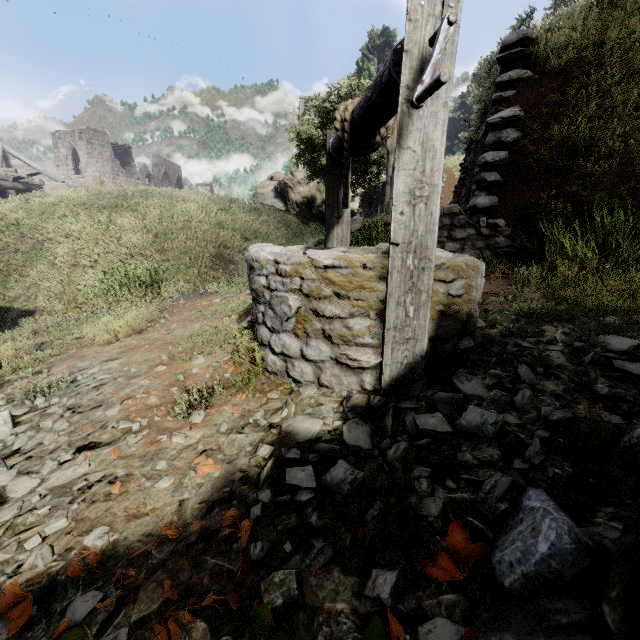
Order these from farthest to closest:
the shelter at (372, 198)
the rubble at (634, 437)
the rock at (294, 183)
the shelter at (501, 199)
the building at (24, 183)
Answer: the rock at (294, 183) < the shelter at (372, 198) < the building at (24, 183) < the shelter at (501, 199) < the rubble at (634, 437)

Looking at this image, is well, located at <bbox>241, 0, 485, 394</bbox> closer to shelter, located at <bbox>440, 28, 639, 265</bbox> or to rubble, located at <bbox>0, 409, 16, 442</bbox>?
rubble, located at <bbox>0, 409, 16, 442</bbox>

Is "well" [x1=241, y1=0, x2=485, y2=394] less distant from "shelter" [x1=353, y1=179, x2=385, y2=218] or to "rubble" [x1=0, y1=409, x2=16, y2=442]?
"rubble" [x1=0, y1=409, x2=16, y2=442]

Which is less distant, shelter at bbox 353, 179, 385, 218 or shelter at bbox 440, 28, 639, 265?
shelter at bbox 440, 28, 639, 265

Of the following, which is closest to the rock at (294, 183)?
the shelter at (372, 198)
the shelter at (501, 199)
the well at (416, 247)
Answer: the shelter at (372, 198)

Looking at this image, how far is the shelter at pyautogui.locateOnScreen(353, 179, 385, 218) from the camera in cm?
2220

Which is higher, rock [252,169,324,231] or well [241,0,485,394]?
rock [252,169,324,231]

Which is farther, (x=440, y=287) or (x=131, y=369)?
(x=131, y=369)
